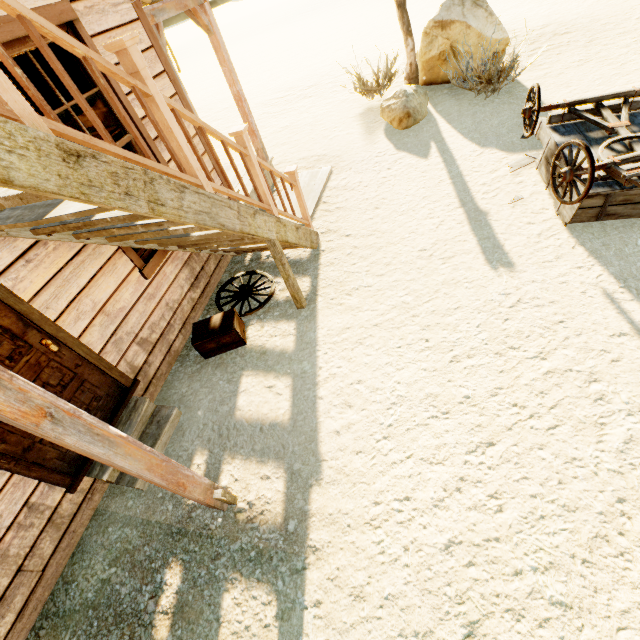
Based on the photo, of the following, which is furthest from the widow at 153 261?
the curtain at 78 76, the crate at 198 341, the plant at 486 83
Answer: the plant at 486 83

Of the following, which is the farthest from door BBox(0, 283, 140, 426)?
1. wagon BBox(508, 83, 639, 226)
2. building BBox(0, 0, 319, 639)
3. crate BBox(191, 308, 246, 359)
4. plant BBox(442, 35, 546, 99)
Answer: plant BBox(442, 35, 546, 99)

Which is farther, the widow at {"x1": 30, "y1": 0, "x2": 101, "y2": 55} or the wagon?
the wagon

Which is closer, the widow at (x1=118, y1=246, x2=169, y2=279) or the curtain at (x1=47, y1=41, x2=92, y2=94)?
the curtain at (x1=47, y1=41, x2=92, y2=94)

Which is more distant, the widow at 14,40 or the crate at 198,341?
the crate at 198,341

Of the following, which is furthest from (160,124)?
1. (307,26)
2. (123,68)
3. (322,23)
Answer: (307,26)

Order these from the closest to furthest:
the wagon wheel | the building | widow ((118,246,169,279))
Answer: the building, widow ((118,246,169,279)), the wagon wheel

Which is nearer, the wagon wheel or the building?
the building
